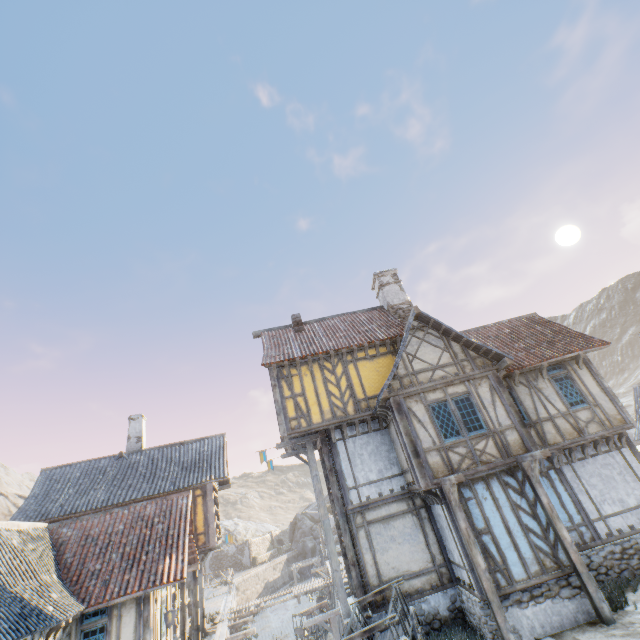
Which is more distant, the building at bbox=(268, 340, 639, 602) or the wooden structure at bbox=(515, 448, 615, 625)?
the building at bbox=(268, 340, 639, 602)

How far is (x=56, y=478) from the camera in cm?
1789

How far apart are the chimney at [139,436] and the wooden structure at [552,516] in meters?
20.2

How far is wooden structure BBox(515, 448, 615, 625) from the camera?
8.3m

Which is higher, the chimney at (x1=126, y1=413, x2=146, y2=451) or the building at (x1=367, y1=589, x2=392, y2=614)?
the chimney at (x1=126, y1=413, x2=146, y2=451)

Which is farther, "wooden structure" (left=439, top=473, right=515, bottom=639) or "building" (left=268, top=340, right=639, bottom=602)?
"building" (left=268, top=340, right=639, bottom=602)

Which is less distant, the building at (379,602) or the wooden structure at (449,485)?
the wooden structure at (449,485)

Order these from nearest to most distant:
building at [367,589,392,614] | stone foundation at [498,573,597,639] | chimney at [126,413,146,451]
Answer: stone foundation at [498,573,597,639]
building at [367,589,392,614]
chimney at [126,413,146,451]
